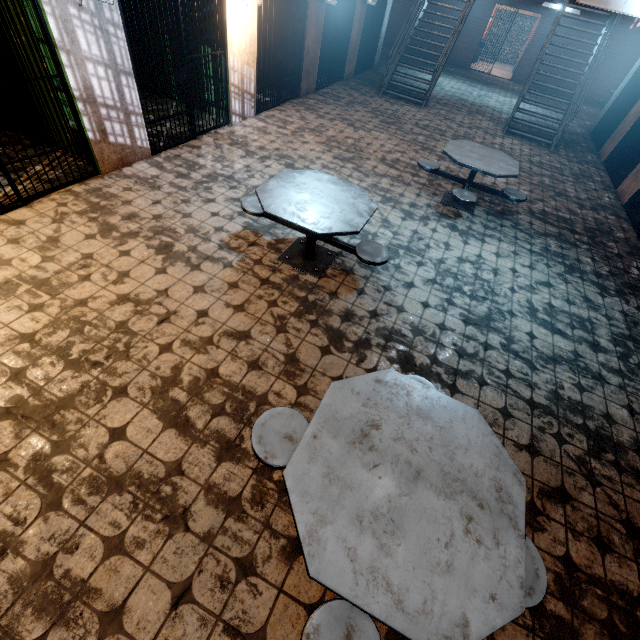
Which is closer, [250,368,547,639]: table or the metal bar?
[250,368,547,639]: table

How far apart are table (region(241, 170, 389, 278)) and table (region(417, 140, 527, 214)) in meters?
2.0 m

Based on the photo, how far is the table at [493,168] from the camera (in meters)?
4.88

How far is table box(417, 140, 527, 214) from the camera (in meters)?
4.88

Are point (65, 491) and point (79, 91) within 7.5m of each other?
yes

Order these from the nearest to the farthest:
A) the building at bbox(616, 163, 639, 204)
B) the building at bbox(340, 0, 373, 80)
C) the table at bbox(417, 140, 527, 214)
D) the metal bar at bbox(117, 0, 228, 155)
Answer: the metal bar at bbox(117, 0, 228, 155) < the table at bbox(417, 140, 527, 214) < the building at bbox(616, 163, 639, 204) < the building at bbox(340, 0, 373, 80)

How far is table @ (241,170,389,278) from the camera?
3.1m

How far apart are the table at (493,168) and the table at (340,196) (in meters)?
1.96
